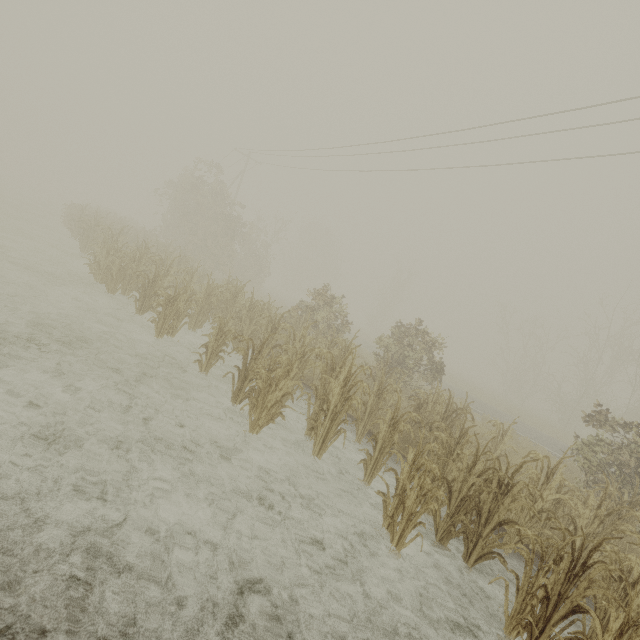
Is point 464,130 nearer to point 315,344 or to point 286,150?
point 315,344
